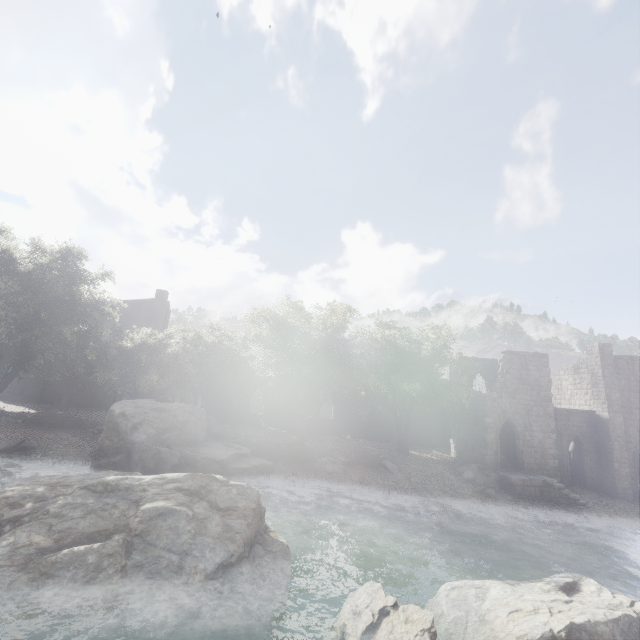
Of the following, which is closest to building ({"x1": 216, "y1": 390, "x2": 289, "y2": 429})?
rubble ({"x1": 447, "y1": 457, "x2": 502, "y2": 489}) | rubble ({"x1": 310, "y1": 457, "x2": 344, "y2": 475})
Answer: rubble ({"x1": 447, "y1": 457, "x2": 502, "y2": 489})

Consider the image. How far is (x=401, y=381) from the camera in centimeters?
2670cm

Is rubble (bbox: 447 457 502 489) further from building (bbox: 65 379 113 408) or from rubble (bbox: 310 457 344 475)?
rubble (bbox: 310 457 344 475)

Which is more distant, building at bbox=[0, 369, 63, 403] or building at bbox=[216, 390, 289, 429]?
building at bbox=[216, 390, 289, 429]

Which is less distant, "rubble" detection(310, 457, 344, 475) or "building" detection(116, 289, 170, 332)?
"rubble" detection(310, 457, 344, 475)

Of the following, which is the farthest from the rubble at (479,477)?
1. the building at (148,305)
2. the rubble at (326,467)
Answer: the rubble at (326,467)

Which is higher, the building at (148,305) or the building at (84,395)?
the building at (148,305)
